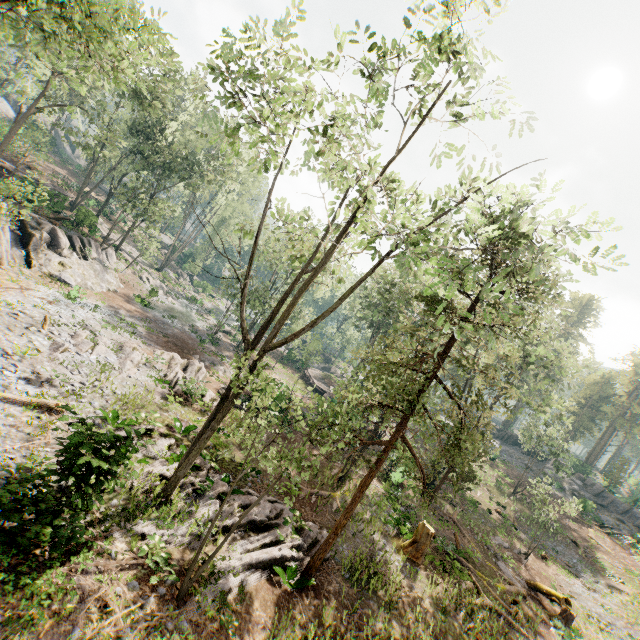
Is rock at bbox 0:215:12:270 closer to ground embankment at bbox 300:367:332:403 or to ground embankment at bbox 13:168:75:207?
ground embankment at bbox 13:168:75:207

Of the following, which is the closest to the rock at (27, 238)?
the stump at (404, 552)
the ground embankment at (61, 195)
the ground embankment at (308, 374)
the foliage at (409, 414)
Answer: Answer: the foliage at (409, 414)

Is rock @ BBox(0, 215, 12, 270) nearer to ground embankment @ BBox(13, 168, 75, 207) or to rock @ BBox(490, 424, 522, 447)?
ground embankment @ BBox(13, 168, 75, 207)

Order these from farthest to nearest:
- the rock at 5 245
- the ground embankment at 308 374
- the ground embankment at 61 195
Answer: the ground embankment at 308 374 < the ground embankment at 61 195 < the rock at 5 245

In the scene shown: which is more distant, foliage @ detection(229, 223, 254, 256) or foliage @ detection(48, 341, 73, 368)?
foliage @ detection(48, 341, 73, 368)

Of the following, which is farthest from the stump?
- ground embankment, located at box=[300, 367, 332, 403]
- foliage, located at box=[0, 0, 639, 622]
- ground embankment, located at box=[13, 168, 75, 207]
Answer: ground embankment, located at box=[13, 168, 75, 207]

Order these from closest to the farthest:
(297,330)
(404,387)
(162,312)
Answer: (404,387)
(162,312)
(297,330)

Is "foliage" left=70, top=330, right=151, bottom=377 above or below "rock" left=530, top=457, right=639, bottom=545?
below
